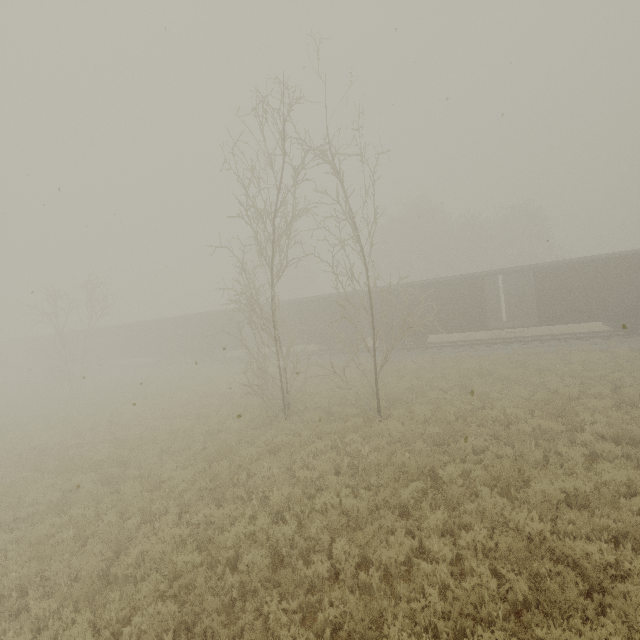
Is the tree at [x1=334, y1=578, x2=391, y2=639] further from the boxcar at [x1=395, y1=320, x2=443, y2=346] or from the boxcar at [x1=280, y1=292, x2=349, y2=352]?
the boxcar at [x1=280, y1=292, x2=349, y2=352]

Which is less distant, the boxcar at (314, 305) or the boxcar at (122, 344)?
the boxcar at (314, 305)

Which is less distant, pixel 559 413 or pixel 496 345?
pixel 559 413

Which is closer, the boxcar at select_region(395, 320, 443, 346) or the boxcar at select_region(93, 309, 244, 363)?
the boxcar at select_region(395, 320, 443, 346)

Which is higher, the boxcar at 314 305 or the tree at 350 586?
the boxcar at 314 305

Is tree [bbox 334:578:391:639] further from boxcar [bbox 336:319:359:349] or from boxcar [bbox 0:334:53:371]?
boxcar [bbox 0:334:53:371]
